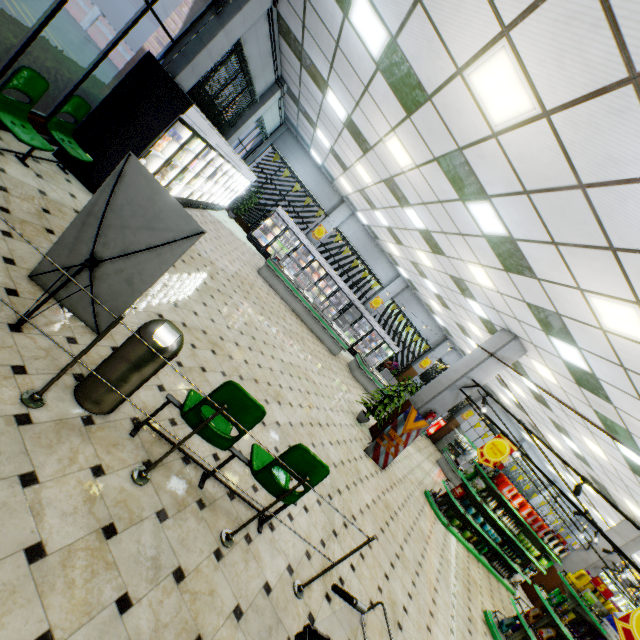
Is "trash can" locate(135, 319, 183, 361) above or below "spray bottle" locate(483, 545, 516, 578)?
above

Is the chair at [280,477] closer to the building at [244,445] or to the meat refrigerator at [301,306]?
the building at [244,445]

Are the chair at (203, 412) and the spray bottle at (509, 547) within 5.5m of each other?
no

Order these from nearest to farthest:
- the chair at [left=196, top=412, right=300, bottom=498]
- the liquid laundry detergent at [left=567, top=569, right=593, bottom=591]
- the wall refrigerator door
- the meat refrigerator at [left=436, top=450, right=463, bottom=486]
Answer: the chair at [left=196, top=412, right=300, bottom=498]
the wall refrigerator door
the liquid laundry detergent at [left=567, top=569, right=593, bottom=591]
the meat refrigerator at [left=436, top=450, right=463, bottom=486]

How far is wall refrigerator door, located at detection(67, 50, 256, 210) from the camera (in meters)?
5.08

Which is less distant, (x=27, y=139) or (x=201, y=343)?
(x=27, y=139)

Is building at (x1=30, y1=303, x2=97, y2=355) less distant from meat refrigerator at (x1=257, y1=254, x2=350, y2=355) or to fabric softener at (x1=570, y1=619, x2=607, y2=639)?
meat refrigerator at (x1=257, y1=254, x2=350, y2=355)

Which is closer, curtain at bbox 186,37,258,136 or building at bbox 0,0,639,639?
building at bbox 0,0,639,639
